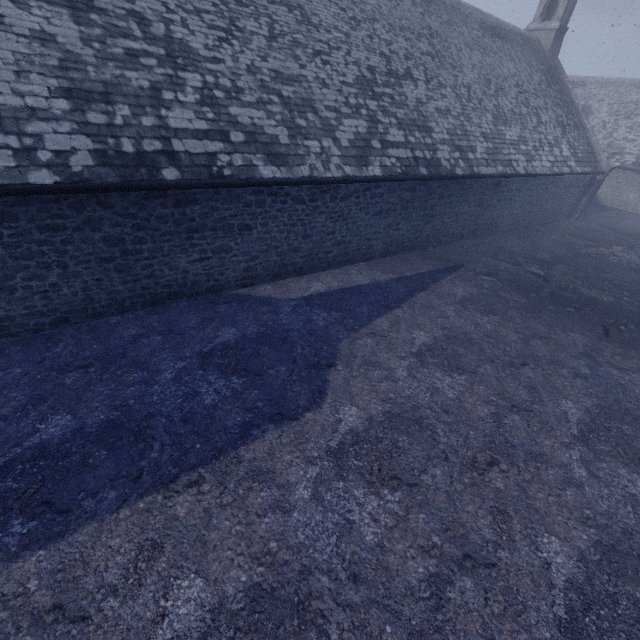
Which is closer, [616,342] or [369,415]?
[369,415]
